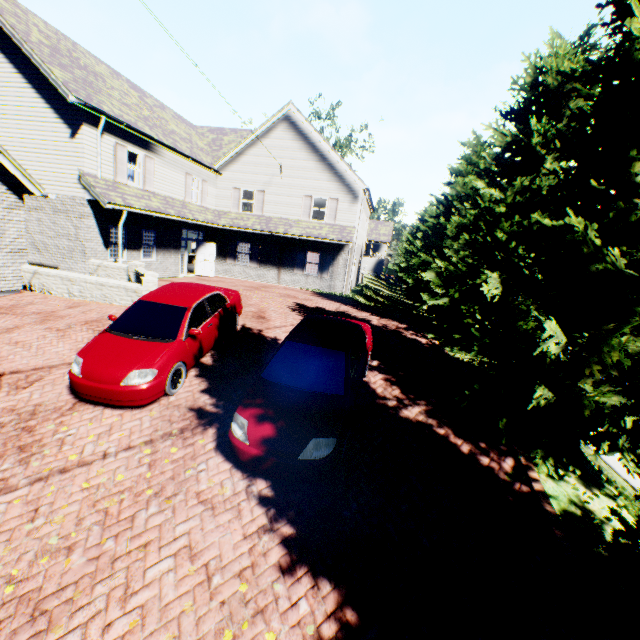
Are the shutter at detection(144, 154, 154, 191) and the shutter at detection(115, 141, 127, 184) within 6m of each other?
yes

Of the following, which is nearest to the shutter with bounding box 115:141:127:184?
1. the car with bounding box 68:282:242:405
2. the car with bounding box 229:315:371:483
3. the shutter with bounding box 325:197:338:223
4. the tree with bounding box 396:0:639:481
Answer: the car with bounding box 68:282:242:405

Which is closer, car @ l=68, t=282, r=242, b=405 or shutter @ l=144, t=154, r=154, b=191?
car @ l=68, t=282, r=242, b=405

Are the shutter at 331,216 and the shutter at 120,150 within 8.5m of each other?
no

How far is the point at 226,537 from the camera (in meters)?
4.20

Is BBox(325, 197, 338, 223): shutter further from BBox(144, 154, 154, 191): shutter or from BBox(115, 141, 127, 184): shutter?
BBox(115, 141, 127, 184): shutter

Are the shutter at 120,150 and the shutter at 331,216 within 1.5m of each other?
no

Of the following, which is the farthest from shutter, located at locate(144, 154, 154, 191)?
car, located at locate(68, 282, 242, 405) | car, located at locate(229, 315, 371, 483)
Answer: car, located at locate(229, 315, 371, 483)
